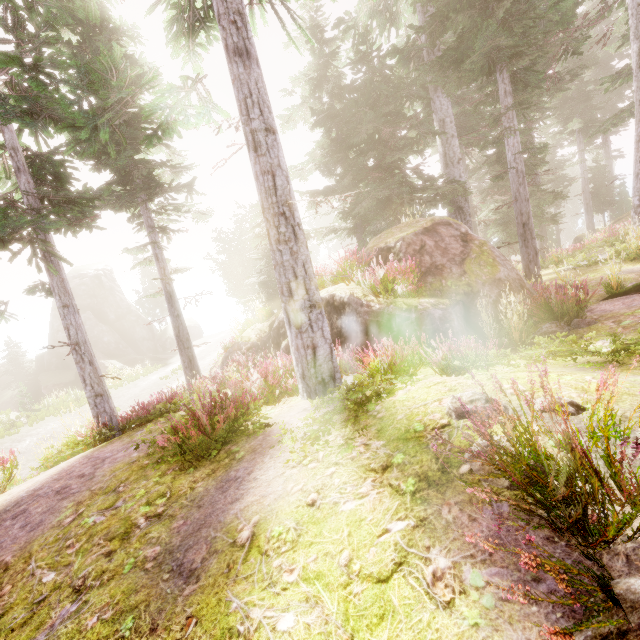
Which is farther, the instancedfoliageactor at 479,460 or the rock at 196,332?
the rock at 196,332

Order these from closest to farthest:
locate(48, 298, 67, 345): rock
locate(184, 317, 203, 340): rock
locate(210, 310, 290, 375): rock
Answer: locate(210, 310, 290, 375): rock, locate(48, 298, 67, 345): rock, locate(184, 317, 203, 340): rock

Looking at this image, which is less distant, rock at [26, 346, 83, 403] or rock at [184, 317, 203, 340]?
rock at [26, 346, 83, 403]

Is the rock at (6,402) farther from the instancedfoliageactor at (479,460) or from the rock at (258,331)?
the rock at (258,331)

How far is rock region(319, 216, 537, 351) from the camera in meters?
7.3 m

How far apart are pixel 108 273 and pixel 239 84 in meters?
42.3

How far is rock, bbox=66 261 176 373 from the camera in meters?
34.5
